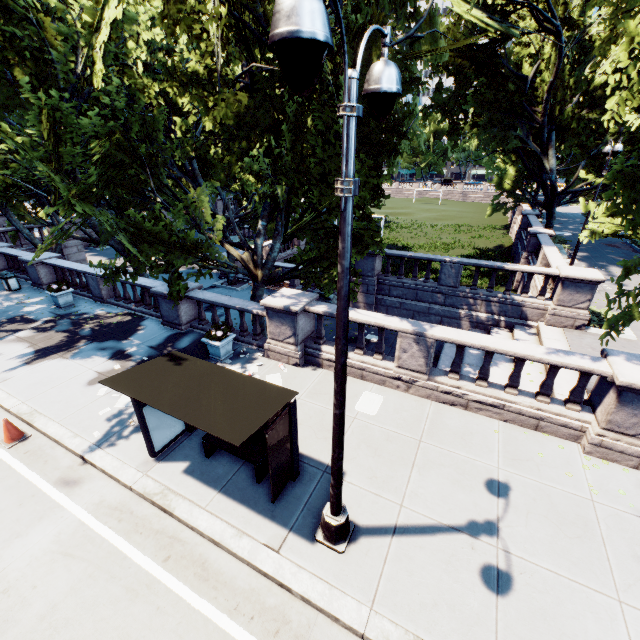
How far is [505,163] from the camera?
41.7m

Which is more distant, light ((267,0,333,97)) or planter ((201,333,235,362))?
planter ((201,333,235,362))

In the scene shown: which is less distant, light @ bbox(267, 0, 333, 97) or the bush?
light @ bbox(267, 0, 333, 97)

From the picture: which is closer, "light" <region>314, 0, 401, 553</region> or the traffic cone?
"light" <region>314, 0, 401, 553</region>

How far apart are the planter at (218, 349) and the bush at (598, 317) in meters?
14.6

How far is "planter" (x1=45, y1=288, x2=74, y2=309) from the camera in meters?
14.8 m

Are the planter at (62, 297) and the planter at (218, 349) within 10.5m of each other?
yes

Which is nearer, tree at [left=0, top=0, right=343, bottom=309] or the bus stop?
the bus stop
